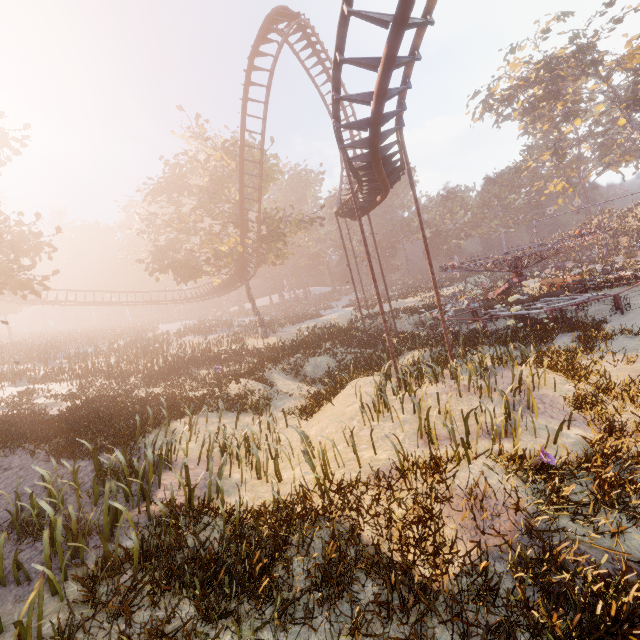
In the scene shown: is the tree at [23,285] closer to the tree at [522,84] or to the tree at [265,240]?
the tree at [265,240]

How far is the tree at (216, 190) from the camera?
26.2m

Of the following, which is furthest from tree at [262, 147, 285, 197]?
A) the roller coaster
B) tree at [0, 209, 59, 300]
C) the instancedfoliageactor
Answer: the instancedfoliageactor

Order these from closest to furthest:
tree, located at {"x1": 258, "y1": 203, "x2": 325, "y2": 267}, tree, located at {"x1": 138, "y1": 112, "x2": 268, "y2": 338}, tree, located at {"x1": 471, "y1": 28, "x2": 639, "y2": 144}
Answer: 1. tree, located at {"x1": 138, "y1": 112, "x2": 268, "y2": 338}
2. tree, located at {"x1": 258, "y1": 203, "x2": 325, "y2": 267}
3. tree, located at {"x1": 471, "y1": 28, "x2": 639, "y2": 144}

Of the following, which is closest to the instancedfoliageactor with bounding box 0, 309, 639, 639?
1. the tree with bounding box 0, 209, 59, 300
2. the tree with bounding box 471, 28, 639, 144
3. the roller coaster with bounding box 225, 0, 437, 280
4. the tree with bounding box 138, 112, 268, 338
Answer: the roller coaster with bounding box 225, 0, 437, 280

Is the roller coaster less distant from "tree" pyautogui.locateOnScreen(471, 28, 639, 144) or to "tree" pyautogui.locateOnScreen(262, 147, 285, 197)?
Result: "tree" pyautogui.locateOnScreen(262, 147, 285, 197)

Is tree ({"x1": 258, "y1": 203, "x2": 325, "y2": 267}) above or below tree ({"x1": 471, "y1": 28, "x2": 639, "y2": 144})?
below

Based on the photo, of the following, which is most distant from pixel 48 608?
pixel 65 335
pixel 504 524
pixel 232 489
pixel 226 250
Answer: pixel 65 335
